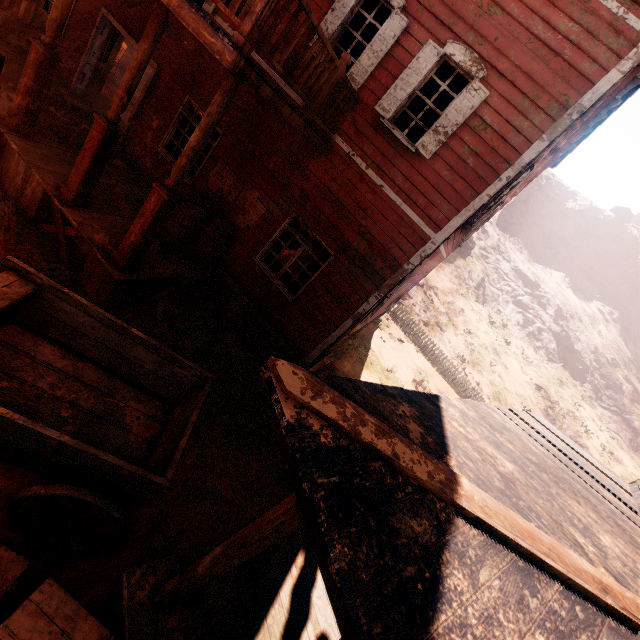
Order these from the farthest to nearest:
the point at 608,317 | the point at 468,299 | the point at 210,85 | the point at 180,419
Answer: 1. the point at 608,317
2. the point at 468,299
3. the point at 210,85
4. the point at 180,419

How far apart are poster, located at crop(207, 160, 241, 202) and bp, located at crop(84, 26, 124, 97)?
5.2 meters

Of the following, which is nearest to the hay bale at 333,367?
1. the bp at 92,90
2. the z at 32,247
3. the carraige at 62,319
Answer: the z at 32,247

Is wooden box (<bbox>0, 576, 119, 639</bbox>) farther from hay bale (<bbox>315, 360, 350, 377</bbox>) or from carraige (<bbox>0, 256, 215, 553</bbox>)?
hay bale (<bbox>315, 360, 350, 377</bbox>)

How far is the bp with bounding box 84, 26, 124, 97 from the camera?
9.1 meters

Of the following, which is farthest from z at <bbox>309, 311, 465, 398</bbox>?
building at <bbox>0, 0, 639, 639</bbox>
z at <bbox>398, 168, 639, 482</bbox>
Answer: z at <bbox>398, 168, 639, 482</bbox>

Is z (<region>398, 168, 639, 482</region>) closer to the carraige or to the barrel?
the barrel

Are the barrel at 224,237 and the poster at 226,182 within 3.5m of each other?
yes
